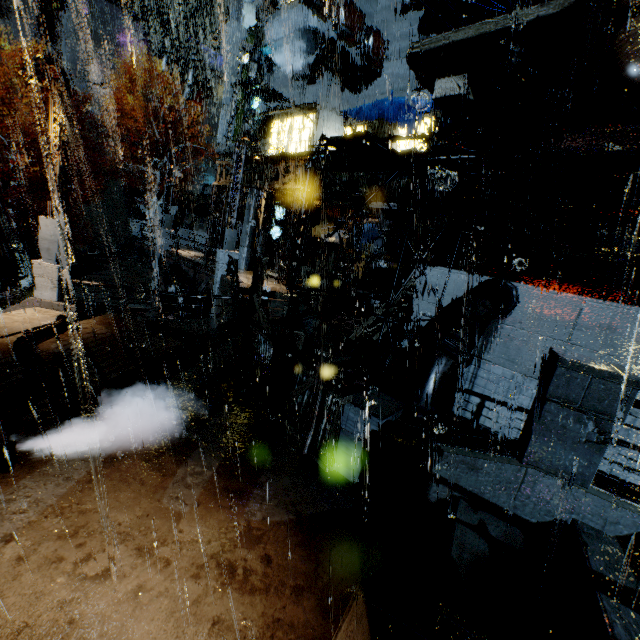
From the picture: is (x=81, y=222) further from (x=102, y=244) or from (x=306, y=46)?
(x=306, y=46)

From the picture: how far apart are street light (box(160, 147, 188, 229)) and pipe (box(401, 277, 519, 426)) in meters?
23.2 m

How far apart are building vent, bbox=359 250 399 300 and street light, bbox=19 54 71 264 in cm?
1672

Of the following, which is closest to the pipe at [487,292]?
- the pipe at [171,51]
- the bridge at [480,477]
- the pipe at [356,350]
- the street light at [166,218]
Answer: the bridge at [480,477]

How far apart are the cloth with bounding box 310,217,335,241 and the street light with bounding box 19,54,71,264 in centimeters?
1709cm

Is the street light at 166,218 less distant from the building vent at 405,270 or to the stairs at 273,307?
the stairs at 273,307

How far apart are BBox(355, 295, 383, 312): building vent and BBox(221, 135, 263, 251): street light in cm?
946

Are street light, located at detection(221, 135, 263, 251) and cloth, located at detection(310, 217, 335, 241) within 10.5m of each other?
yes
